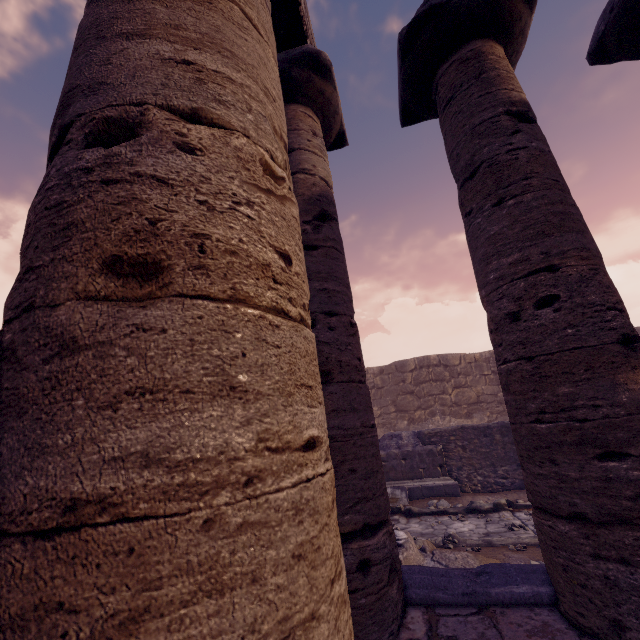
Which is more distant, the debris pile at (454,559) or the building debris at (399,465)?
the building debris at (399,465)

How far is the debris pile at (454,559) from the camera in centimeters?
471cm

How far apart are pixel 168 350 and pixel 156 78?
0.9 meters

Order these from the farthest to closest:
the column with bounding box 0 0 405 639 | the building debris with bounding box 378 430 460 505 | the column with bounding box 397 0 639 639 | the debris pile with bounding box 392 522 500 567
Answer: the building debris with bounding box 378 430 460 505 < the debris pile with bounding box 392 522 500 567 < the column with bounding box 397 0 639 639 < the column with bounding box 0 0 405 639

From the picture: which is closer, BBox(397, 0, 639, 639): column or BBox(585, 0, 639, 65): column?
BBox(397, 0, 639, 639): column

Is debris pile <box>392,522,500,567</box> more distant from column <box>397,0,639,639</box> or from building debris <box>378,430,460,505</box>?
building debris <box>378,430,460,505</box>

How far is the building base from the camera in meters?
2.5

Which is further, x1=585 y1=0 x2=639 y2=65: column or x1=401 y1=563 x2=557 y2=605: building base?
x1=585 y1=0 x2=639 y2=65: column
